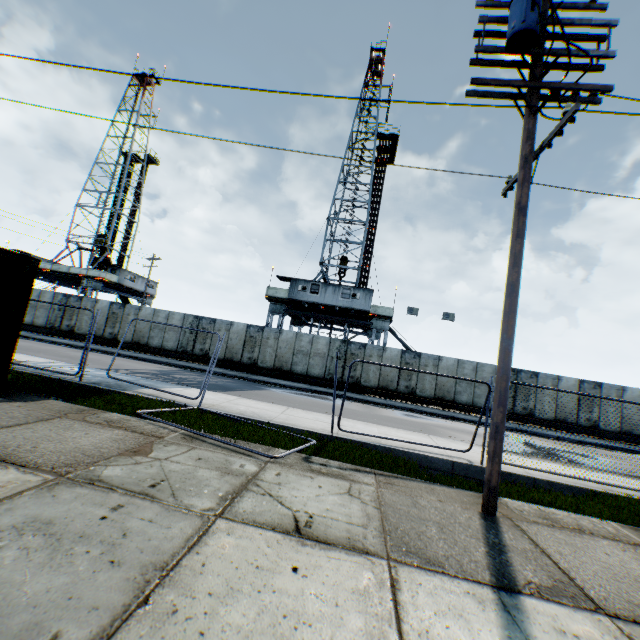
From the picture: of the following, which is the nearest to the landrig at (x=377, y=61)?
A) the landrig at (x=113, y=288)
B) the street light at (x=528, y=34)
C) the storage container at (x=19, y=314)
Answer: the street light at (x=528, y=34)

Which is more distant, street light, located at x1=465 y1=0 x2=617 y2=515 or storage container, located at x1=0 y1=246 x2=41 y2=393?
storage container, located at x1=0 y1=246 x2=41 y2=393

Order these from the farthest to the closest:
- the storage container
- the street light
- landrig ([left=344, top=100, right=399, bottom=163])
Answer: landrig ([left=344, top=100, right=399, bottom=163]) → the storage container → the street light

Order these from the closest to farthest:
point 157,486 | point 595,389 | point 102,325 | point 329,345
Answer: point 157,486
point 595,389
point 329,345
point 102,325

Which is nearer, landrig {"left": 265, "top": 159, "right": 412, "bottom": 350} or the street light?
the street light

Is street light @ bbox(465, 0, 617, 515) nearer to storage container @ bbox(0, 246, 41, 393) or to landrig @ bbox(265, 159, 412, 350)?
storage container @ bbox(0, 246, 41, 393)

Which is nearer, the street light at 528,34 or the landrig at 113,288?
the street light at 528,34

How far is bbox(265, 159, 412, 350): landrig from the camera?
26.31m
